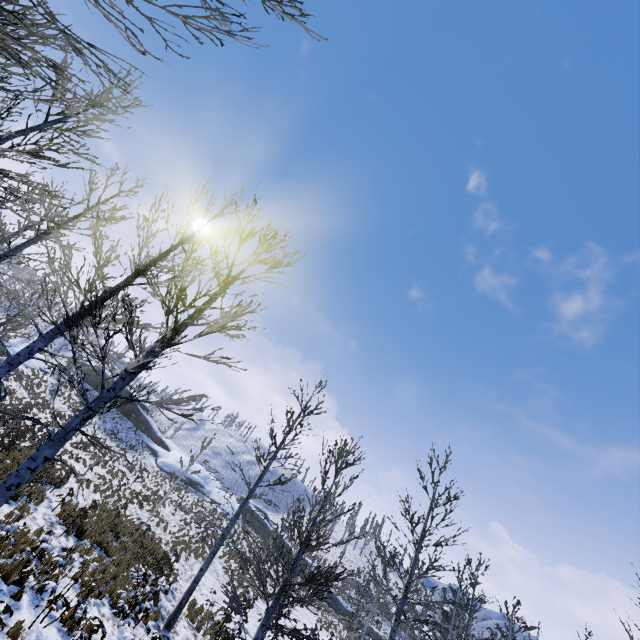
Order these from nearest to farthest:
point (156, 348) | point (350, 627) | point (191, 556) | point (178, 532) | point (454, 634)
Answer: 1. point (156, 348)
2. point (350, 627)
3. point (191, 556)
4. point (178, 532)
5. point (454, 634)

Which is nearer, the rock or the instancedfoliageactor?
the instancedfoliageactor

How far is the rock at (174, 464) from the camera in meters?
41.7

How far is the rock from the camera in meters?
41.7 m

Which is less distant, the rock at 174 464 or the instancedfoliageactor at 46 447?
the instancedfoliageactor at 46 447
